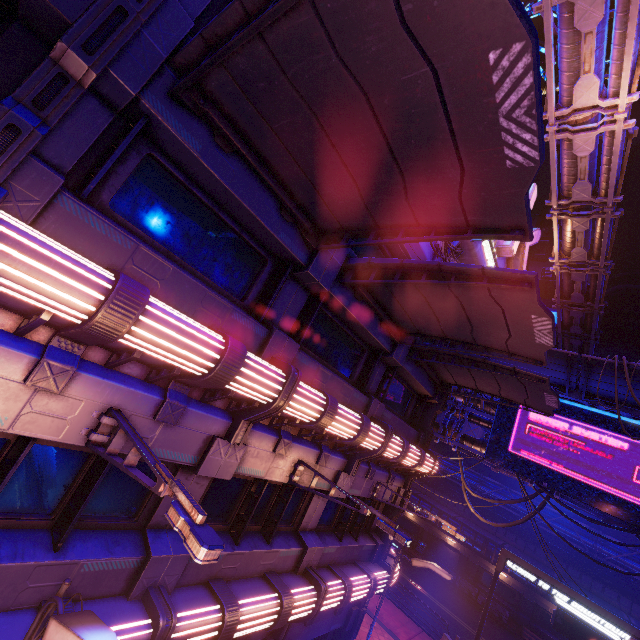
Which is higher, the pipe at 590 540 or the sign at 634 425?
the sign at 634 425

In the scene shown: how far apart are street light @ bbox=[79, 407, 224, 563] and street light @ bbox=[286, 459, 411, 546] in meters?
4.5

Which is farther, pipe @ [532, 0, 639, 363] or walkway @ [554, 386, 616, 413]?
walkway @ [554, 386, 616, 413]

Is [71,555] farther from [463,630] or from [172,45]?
[463,630]

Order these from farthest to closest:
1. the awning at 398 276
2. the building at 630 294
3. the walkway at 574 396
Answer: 1. the building at 630 294
2. the walkway at 574 396
3. the awning at 398 276

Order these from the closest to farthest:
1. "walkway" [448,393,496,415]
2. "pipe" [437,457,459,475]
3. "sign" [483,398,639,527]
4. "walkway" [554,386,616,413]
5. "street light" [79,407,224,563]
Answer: "street light" [79,407,224,563], "sign" [483,398,639,527], "walkway" [554,386,616,413], "walkway" [448,393,496,415], "pipe" [437,457,459,475]

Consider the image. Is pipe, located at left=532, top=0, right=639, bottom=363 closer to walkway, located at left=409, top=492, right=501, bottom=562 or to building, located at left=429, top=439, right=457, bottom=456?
building, located at left=429, top=439, right=457, bottom=456

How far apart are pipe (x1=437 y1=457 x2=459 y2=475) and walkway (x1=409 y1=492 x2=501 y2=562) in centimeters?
279cm
